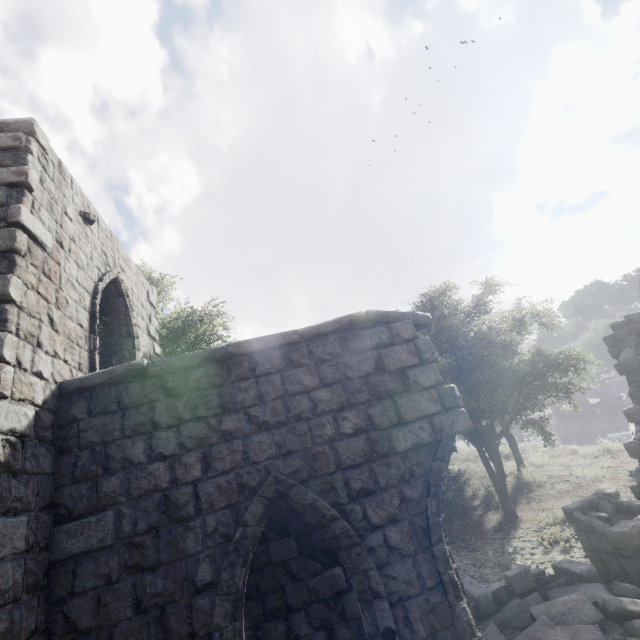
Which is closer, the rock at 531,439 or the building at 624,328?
the building at 624,328

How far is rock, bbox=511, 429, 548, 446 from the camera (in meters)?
21.74

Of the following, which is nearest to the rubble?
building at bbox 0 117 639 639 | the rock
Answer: building at bbox 0 117 639 639

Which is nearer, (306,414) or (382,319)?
(306,414)

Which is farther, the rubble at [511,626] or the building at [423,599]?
the rubble at [511,626]

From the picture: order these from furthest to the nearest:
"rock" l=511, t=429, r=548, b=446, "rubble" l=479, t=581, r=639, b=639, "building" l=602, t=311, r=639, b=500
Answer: "rock" l=511, t=429, r=548, b=446, "building" l=602, t=311, r=639, b=500, "rubble" l=479, t=581, r=639, b=639
